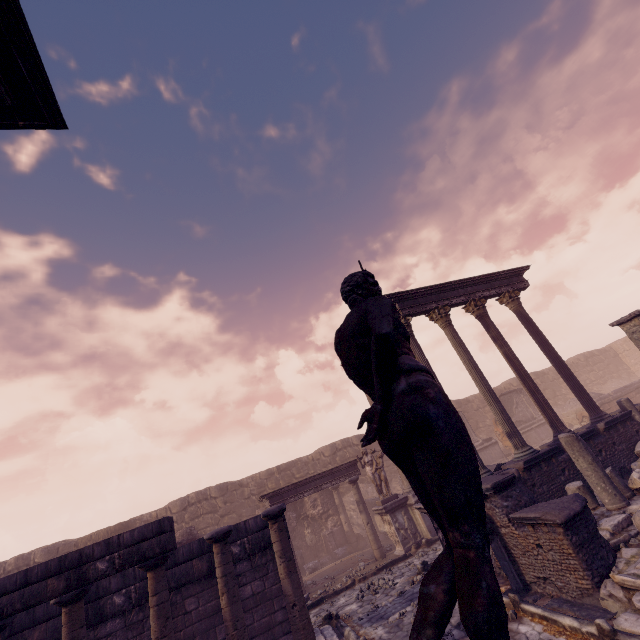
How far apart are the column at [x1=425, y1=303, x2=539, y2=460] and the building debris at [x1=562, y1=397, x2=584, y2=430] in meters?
12.4 m

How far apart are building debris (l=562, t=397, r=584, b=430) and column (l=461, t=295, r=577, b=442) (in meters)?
10.87

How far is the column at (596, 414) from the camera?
11.2 meters

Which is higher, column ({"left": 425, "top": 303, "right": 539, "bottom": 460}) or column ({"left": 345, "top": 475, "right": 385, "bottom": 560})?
column ({"left": 425, "top": 303, "right": 539, "bottom": 460})

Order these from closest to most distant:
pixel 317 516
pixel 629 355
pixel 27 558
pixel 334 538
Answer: pixel 27 558
pixel 334 538
pixel 317 516
pixel 629 355

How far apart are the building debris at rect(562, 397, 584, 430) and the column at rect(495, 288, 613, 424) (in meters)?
9.33

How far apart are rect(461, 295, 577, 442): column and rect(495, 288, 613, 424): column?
1.1 meters

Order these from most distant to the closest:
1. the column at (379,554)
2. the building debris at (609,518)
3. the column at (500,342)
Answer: the column at (379,554), the column at (500,342), the building debris at (609,518)
